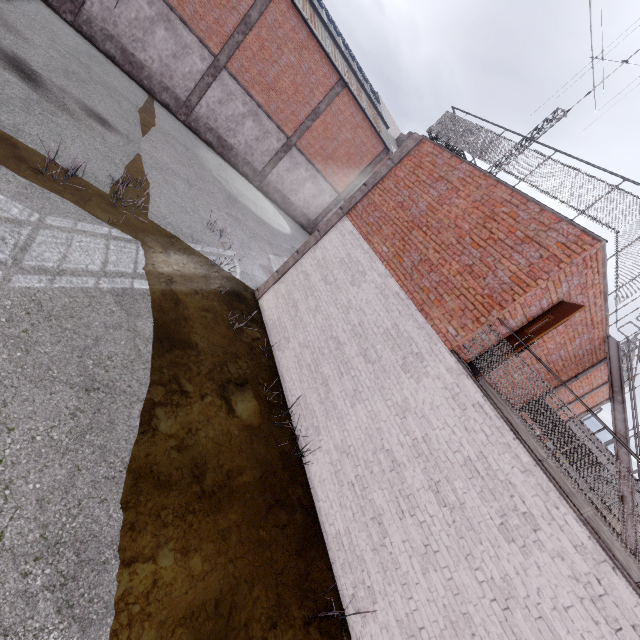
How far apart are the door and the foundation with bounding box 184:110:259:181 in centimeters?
2126cm

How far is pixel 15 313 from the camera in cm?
470

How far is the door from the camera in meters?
5.6 m

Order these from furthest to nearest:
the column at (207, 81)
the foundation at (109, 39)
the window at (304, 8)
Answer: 1. the window at (304, 8)
2. the column at (207, 81)
3. the foundation at (109, 39)

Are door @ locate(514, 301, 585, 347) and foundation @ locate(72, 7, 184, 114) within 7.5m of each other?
no

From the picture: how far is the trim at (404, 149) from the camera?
9.30m

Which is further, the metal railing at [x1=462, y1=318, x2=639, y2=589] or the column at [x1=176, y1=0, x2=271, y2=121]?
the column at [x1=176, y1=0, x2=271, y2=121]

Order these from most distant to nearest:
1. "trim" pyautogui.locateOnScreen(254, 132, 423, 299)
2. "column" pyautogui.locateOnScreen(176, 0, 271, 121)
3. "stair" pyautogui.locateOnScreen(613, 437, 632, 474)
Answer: "column" pyautogui.locateOnScreen(176, 0, 271, 121) → "trim" pyautogui.locateOnScreen(254, 132, 423, 299) → "stair" pyautogui.locateOnScreen(613, 437, 632, 474)
